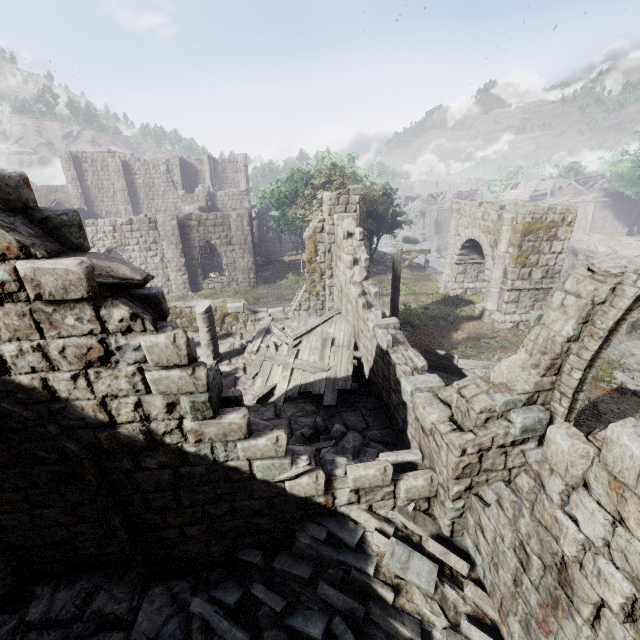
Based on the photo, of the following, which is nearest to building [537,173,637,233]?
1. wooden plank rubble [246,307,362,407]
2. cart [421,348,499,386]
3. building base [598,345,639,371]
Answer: wooden plank rubble [246,307,362,407]

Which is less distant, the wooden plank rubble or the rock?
the wooden plank rubble

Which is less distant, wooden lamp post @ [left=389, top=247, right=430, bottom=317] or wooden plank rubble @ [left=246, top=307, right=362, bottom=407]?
wooden plank rubble @ [left=246, top=307, right=362, bottom=407]

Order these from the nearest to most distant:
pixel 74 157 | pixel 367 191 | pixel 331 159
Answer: pixel 367 191 < pixel 74 157 < pixel 331 159

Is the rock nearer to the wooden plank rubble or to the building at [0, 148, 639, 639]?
the building at [0, 148, 639, 639]

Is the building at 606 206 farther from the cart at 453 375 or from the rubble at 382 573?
the cart at 453 375

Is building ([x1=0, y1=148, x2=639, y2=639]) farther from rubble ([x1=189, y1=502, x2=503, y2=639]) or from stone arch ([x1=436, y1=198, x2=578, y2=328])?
stone arch ([x1=436, y1=198, x2=578, y2=328])

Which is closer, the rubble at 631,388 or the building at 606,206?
the rubble at 631,388
